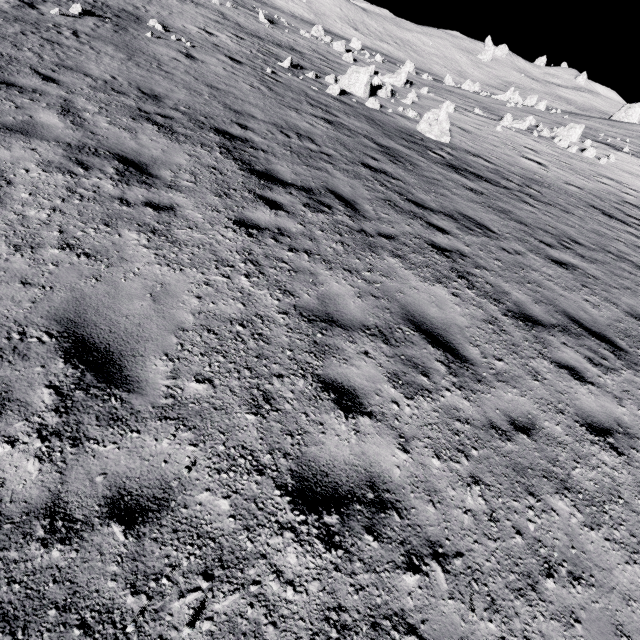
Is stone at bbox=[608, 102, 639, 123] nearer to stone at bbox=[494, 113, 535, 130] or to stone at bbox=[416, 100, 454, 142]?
stone at bbox=[494, 113, 535, 130]

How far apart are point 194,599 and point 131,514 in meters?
0.7 m

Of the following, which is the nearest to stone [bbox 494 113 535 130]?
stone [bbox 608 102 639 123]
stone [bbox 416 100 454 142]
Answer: stone [bbox 416 100 454 142]

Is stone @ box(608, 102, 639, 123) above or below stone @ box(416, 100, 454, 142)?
above

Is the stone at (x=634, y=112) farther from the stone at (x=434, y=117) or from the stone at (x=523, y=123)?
the stone at (x=434, y=117)

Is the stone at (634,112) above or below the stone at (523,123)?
above

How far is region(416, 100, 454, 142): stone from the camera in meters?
15.5 m
